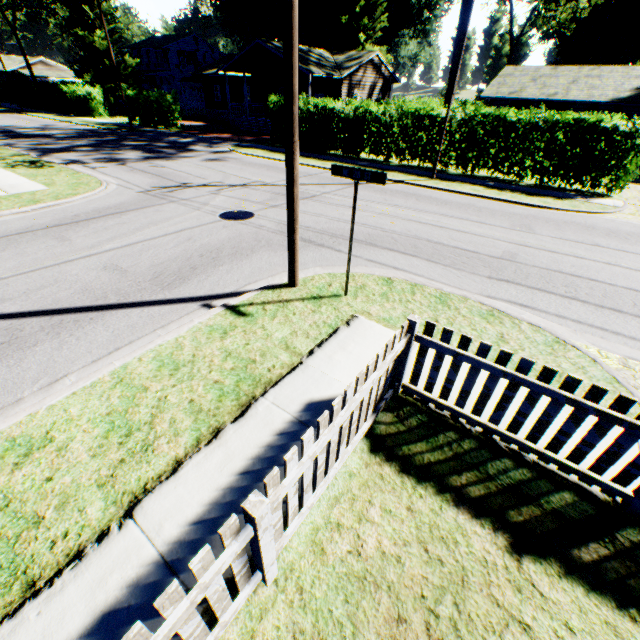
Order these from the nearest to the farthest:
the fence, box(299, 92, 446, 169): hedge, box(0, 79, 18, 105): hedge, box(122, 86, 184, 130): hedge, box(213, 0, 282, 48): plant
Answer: the fence → box(299, 92, 446, 169): hedge → box(122, 86, 184, 130): hedge → box(0, 79, 18, 105): hedge → box(213, 0, 282, 48): plant

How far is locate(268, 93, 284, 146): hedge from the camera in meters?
20.9 m

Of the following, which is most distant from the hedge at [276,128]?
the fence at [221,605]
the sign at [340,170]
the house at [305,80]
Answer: the fence at [221,605]

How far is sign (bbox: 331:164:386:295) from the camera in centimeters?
484cm

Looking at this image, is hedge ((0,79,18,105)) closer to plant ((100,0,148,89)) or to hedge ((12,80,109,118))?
hedge ((12,80,109,118))

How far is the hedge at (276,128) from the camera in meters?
20.9 m

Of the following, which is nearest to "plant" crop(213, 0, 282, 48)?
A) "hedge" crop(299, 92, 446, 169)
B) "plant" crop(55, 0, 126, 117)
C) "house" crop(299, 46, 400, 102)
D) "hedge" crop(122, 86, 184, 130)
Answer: "house" crop(299, 46, 400, 102)

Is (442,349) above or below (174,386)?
above
